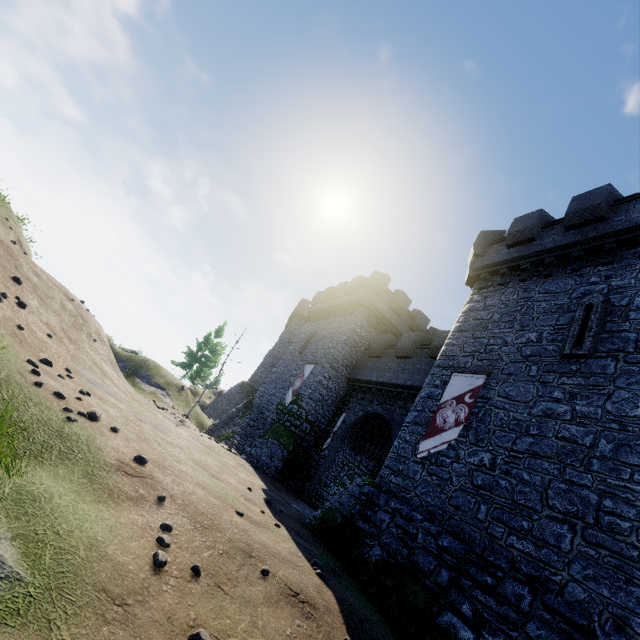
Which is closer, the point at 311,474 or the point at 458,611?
the point at 458,611

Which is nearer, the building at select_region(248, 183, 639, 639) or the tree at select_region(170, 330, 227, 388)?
the building at select_region(248, 183, 639, 639)

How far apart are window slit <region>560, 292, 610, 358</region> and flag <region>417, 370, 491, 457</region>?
2.3 meters

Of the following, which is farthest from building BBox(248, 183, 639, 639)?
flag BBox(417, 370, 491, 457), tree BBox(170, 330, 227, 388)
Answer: tree BBox(170, 330, 227, 388)

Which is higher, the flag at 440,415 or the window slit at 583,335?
the window slit at 583,335

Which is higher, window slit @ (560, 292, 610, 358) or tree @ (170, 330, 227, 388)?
window slit @ (560, 292, 610, 358)

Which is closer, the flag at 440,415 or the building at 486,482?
the building at 486,482

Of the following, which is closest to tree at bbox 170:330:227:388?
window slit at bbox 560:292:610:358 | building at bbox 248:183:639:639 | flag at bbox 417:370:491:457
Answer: building at bbox 248:183:639:639
